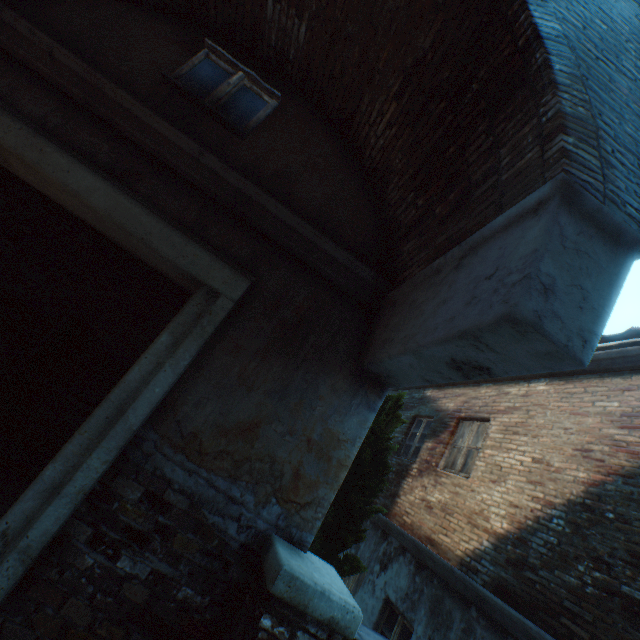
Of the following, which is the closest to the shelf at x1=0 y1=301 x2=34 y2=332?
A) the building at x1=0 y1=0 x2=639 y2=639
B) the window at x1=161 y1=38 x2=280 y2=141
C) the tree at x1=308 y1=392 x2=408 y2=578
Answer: the building at x1=0 y1=0 x2=639 y2=639

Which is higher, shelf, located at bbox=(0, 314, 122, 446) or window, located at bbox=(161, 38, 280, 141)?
window, located at bbox=(161, 38, 280, 141)

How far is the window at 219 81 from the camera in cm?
338

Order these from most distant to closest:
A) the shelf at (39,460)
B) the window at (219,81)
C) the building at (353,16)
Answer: the shelf at (39,460)
the window at (219,81)
the building at (353,16)

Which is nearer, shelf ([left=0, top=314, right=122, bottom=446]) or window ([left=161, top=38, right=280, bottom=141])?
window ([left=161, top=38, right=280, bottom=141])

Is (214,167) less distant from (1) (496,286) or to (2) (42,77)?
(2) (42,77)

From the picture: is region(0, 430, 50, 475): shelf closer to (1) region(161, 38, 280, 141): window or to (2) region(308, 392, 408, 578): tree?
(2) region(308, 392, 408, 578): tree

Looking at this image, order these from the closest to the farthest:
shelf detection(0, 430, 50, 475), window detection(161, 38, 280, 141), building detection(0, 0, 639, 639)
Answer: building detection(0, 0, 639, 639), window detection(161, 38, 280, 141), shelf detection(0, 430, 50, 475)
